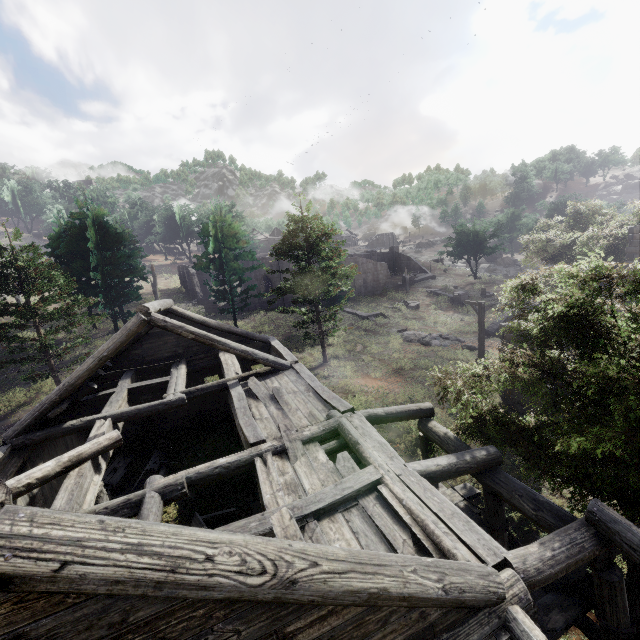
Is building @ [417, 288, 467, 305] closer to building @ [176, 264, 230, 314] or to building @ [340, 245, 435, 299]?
building @ [340, 245, 435, 299]

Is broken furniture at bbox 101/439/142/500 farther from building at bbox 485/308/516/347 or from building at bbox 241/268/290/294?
building at bbox 241/268/290/294

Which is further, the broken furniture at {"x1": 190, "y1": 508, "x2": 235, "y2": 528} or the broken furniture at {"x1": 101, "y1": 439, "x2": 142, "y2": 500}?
the broken furniture at {"x1": 101, "y1": 439, "x2": 142, "y2": 500}

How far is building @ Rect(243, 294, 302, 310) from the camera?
38.16m

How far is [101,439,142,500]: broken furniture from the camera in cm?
1245

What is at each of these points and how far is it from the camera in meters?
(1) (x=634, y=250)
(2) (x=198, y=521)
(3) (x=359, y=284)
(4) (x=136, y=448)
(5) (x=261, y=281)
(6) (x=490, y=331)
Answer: (1) building, 19.2 m
(2) broken furniture, 10.6 m
(3) building, 45.6 m
(4) broken furniture, 14.4 m
(5) building, 47.3 m
(6) building, 29.9 m

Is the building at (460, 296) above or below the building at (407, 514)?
below

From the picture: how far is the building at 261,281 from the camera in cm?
3778
